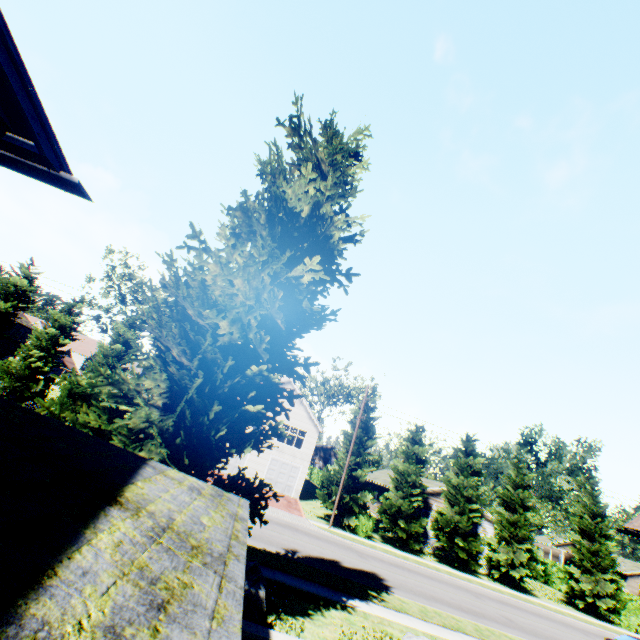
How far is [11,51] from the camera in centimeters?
359cm

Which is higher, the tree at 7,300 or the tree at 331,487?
the tree at 7,300

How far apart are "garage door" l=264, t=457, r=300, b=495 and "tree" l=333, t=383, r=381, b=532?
6.8 meters

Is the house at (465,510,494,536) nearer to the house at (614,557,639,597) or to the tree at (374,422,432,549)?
the tree at (374,422,432,549)

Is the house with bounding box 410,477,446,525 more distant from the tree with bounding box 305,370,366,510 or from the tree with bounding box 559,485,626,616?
the tree with bounding box 305,370,366,510

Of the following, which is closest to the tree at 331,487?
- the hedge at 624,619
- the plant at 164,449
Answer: the plant at 164,449

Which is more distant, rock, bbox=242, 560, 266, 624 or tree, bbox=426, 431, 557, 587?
tree, bbox=426, 431, 557, 587

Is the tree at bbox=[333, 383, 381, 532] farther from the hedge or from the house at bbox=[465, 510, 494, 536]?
the hedge
